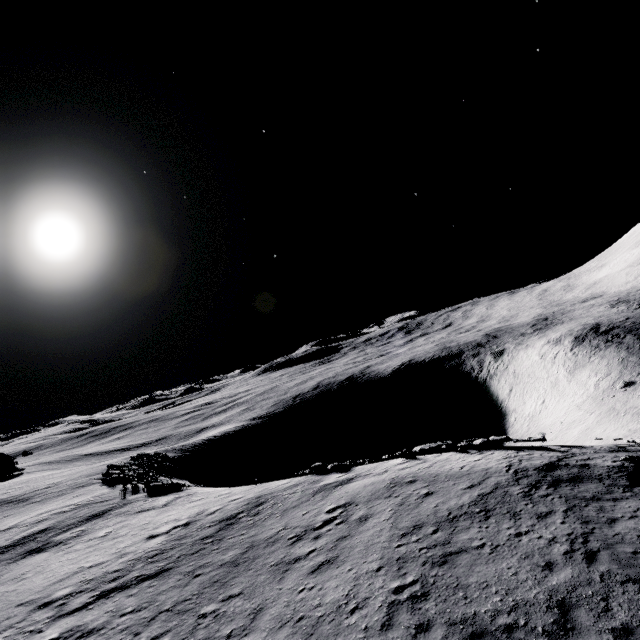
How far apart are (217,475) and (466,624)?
59.7 meters
